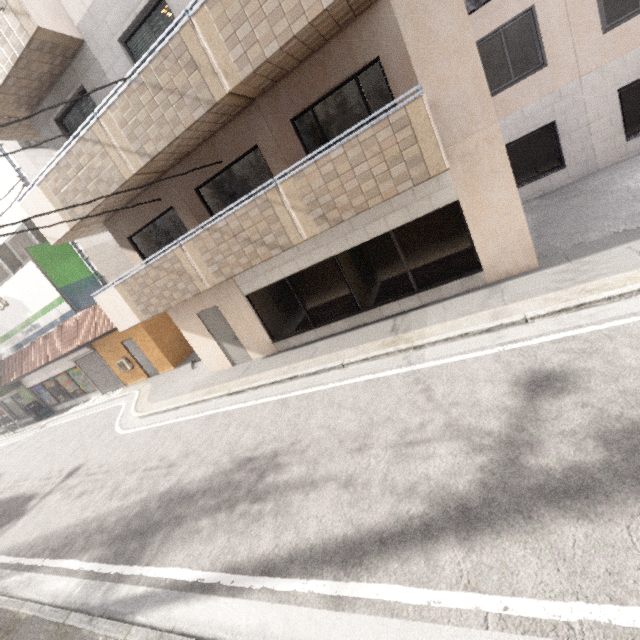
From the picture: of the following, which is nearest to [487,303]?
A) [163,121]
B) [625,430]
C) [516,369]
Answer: [516,369]

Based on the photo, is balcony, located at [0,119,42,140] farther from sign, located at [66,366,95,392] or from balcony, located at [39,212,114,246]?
sign, located at [66,366,95,392]

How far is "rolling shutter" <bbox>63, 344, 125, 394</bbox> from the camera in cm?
1564

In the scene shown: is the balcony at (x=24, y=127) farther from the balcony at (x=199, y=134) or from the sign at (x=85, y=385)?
the sign at (x=85, y=385)

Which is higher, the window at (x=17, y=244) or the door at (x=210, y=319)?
the window at (x=17, y=244)

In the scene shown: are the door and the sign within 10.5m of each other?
no

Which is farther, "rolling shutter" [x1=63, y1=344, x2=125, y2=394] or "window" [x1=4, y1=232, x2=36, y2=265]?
"rolling shutter" [x1=63, y1=344, x2=125, y2=394]

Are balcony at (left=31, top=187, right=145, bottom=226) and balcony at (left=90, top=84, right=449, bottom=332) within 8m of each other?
yes
